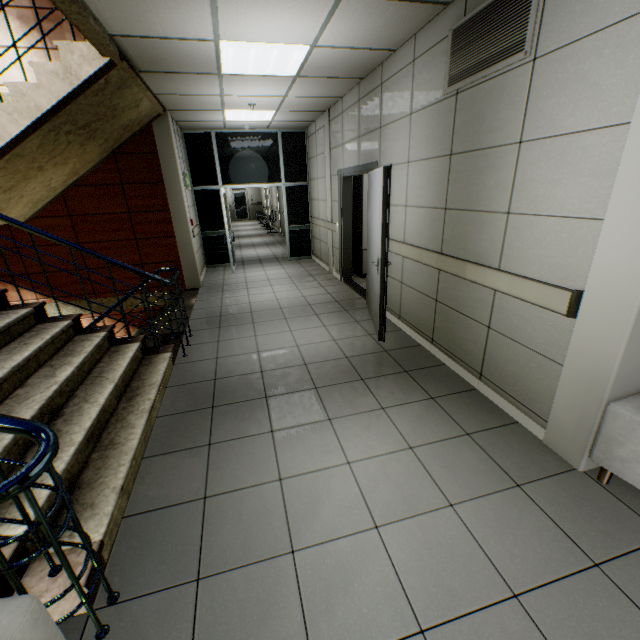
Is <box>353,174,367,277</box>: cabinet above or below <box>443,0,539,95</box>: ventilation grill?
below

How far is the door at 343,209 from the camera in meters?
3.5

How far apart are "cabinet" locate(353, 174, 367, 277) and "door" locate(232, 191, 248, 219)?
18.5 meters

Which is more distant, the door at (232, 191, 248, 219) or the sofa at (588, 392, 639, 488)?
the door at (232, 191, 248, 219)

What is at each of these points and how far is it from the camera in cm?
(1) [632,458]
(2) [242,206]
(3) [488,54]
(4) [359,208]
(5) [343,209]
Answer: (1) sofa, 187
(2) door, 2330
(3) ventilation grill, 245
(4) cabinet, 662
(5) door, 629

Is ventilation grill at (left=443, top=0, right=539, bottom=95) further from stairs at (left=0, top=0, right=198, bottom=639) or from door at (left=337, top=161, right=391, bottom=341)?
stairs at (left=0, top=0, right=198, bottom=639)

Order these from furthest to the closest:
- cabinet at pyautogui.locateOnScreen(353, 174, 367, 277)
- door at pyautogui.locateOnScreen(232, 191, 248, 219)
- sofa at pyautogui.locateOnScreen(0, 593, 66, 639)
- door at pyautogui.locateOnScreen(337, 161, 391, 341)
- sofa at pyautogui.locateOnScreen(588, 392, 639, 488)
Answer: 1. door at pyautogui.locateOnScreen(232, 191, 248, 219)
2. cabinet at pyautogui.locateOnScreen(353, 174, 367, 277)
3. door at pyautogui.locateOnScreen(337, 161, 391, 341)
4. sofa at pyautogui.locateOnScreen(588, 392, 639, 488)
5. sofa at pyautogui.locateOnScreen(0, 593, 66, 639)

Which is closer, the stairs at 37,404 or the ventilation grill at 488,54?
the stairs at 37,404
